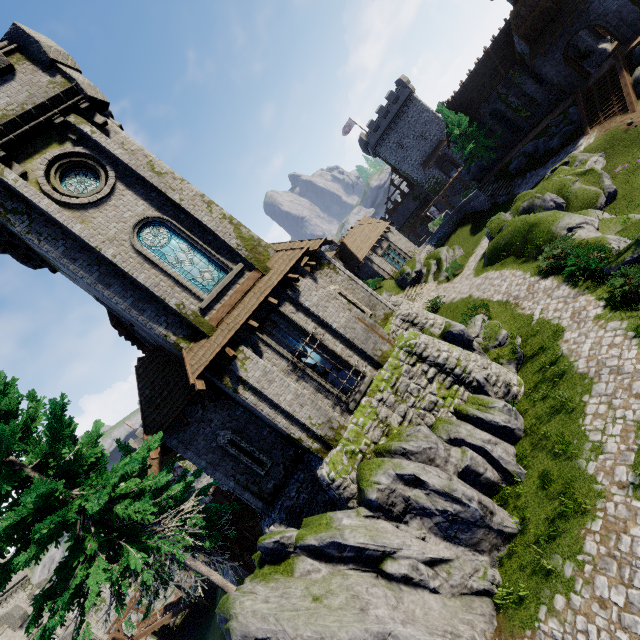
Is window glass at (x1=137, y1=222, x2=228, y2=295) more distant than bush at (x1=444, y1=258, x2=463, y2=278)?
No

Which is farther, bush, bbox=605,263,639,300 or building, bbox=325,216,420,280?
building, bbox=325,216,420,280

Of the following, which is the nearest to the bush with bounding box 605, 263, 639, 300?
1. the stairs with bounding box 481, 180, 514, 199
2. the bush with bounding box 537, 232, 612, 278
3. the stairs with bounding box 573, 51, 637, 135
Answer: the bush with bounding box 537, 232, 612, 278

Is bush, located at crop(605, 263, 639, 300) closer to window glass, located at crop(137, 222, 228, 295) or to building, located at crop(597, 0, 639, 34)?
window glass, located at crop(137, 222, 228, 295)

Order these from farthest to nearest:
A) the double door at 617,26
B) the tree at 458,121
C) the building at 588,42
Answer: the tree at 458,121 < the building at 588,42 < the double door at 617,26

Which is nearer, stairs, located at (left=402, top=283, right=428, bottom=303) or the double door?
the double door

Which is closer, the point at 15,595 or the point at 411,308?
the point at 411,308

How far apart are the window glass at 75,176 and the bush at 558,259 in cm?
2087
